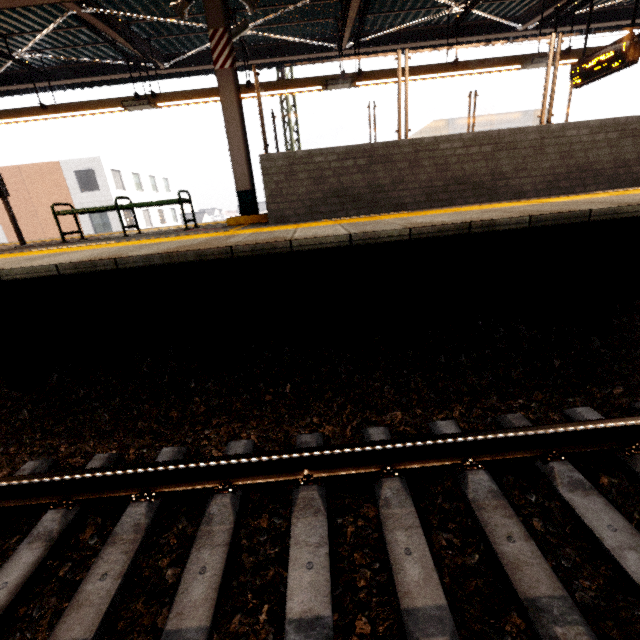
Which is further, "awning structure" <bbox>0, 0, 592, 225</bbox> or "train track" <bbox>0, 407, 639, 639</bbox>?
"awning structure" <bbox>0, 0, 592, 225</bbox>

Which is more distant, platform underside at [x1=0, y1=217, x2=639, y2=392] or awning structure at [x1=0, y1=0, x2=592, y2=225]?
awning structure at [x1=0, y1=0, x2=592, y2=225]

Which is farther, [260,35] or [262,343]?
[260,35]

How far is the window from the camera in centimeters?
621cm

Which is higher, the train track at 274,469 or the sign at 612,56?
the sign at 612,56

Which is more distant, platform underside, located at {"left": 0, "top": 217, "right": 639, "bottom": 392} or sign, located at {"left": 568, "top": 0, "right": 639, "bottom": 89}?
sign, located at {"left": 568, "top": 0, "right": 639, "bottom": 89}

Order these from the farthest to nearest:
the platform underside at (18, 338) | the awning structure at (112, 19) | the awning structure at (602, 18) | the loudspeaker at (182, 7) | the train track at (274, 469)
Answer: the awning structure at (602, 18) < the awning structure at (112, 19) < the loudspeaker at (182, 7) < the platform underside at (18, 338) < the train track at (274, 469)

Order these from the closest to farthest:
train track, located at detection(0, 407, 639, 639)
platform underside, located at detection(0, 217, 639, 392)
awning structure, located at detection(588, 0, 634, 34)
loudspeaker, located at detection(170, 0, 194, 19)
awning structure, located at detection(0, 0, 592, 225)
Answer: train track, located at detection(0, 407, 639, 639)
platform underside, located at detection(0, 217, 639, 392)
loudspeaker, located at detection(170, 0, 194, 19)
awning structure, located at detection(0, 0, 592, 225)
awning structure, located at detection(588, 0, 634, 34)
